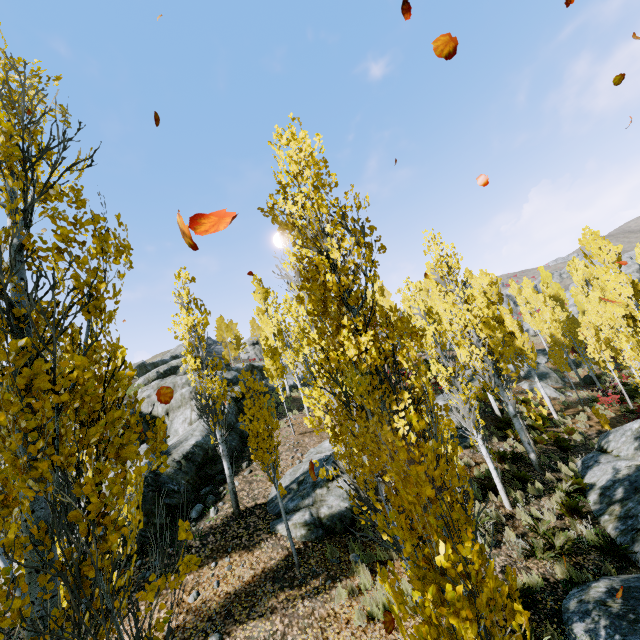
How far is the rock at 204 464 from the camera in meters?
9.9 m

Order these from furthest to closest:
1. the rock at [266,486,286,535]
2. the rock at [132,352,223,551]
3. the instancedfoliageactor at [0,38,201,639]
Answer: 1. the rock at [132,352,223,551]
2. the rock at [266,486,286,535]
3. the instancedfoliageactor at [0,38,201,639]

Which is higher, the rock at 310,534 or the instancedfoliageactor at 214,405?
the instancedfoliageactor at 214,405

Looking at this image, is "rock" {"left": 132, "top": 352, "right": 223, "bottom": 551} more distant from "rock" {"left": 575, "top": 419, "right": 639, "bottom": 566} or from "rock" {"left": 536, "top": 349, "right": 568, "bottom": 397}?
"rock" {"left": 536, "top": 349, "right": 568, "bottom": 397}

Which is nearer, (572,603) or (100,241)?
(100,241)

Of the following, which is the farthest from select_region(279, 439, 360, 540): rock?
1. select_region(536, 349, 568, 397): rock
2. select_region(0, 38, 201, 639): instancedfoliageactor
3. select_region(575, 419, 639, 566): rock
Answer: select_region(536, 349, 568, 397): rock

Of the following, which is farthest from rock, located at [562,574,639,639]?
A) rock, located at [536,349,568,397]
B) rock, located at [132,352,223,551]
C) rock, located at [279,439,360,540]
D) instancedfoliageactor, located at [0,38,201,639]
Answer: rock, located at [536,349,568,397]

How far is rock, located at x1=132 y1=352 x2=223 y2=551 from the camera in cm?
988
